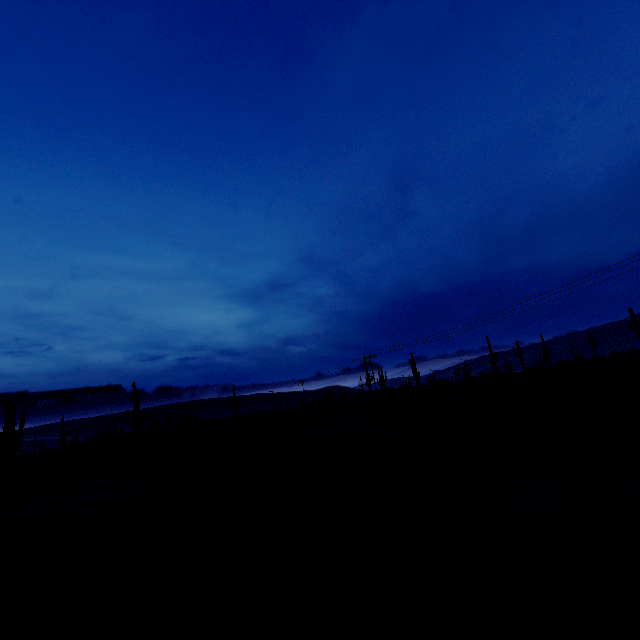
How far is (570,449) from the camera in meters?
10.0
